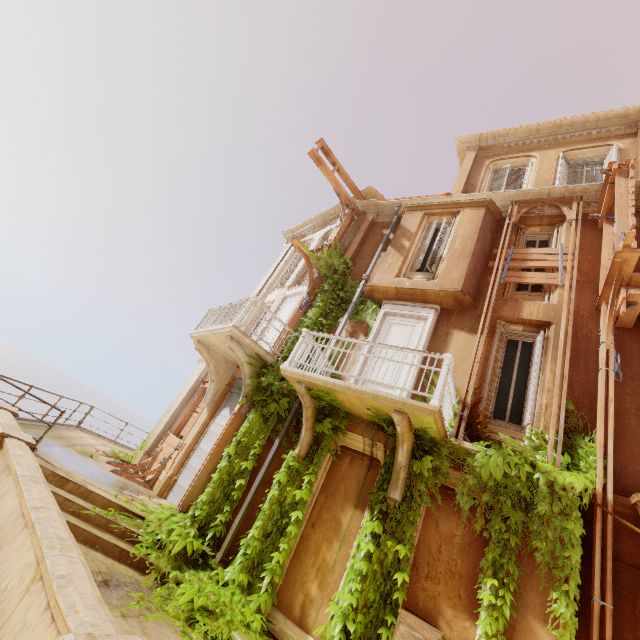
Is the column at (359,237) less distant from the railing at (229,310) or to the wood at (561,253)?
the railing at (229,310)

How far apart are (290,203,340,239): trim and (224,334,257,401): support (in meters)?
7.87

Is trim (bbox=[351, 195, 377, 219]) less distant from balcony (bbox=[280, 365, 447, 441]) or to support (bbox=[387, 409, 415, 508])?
balcony (bbox=[280, 365, 447, 441])

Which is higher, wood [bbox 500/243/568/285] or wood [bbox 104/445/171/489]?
wood [bbox 500/243/568/285]

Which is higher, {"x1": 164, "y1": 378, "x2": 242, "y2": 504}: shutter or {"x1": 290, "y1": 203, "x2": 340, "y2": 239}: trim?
{"x1": 290, "y1": 203, "x2": 340, "y2": 239}: trim

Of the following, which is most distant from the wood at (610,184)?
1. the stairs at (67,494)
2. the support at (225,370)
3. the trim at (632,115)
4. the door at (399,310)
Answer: the stairs at (67,494)

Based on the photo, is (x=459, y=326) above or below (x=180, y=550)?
above

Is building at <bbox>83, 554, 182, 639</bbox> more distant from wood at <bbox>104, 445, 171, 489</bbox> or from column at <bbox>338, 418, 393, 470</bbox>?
column at <bbox>338, 418, 393, 470</bbox>
